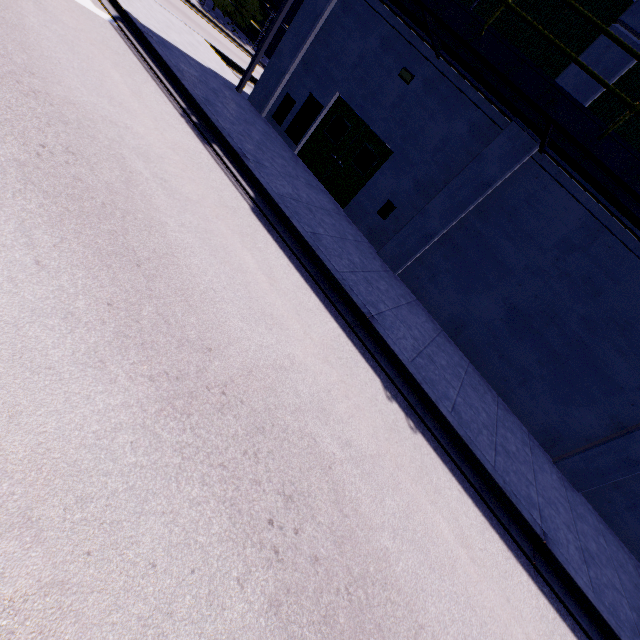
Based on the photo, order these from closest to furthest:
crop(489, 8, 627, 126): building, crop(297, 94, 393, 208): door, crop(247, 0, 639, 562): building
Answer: crop(489, 8, 627, 126): building → crop(247, 0, 639, 562): building → crop(297, 94, 393, 208): door

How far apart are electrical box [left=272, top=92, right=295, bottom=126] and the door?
1.10m

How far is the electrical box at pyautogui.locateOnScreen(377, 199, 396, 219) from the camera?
10.12m

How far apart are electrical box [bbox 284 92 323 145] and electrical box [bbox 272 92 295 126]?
0.22m

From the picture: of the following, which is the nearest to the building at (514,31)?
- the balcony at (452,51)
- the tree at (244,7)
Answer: the balcony at (452,51)

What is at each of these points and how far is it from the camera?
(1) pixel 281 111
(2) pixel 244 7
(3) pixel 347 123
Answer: (1) electrical box, 11.87m
(2) tree, 25.56m
(3) door, 10.88m

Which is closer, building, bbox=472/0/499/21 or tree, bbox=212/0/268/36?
building, bbox=472/0/499/21

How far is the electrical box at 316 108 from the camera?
11.16m
